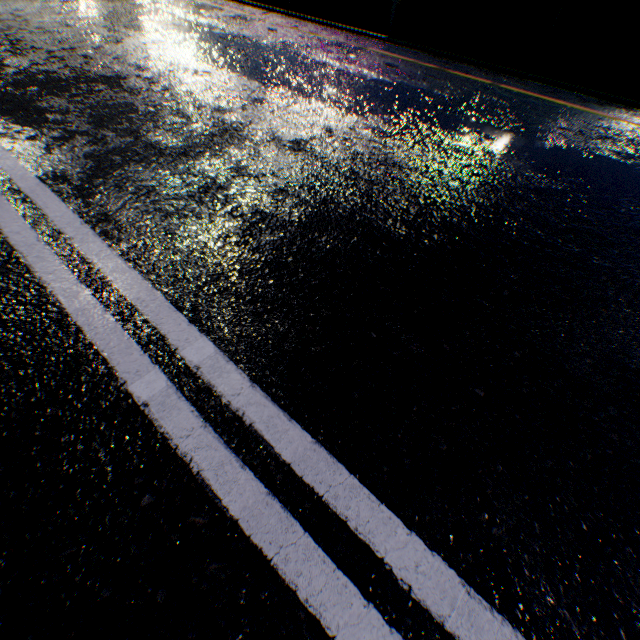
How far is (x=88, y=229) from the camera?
2.0 meters
